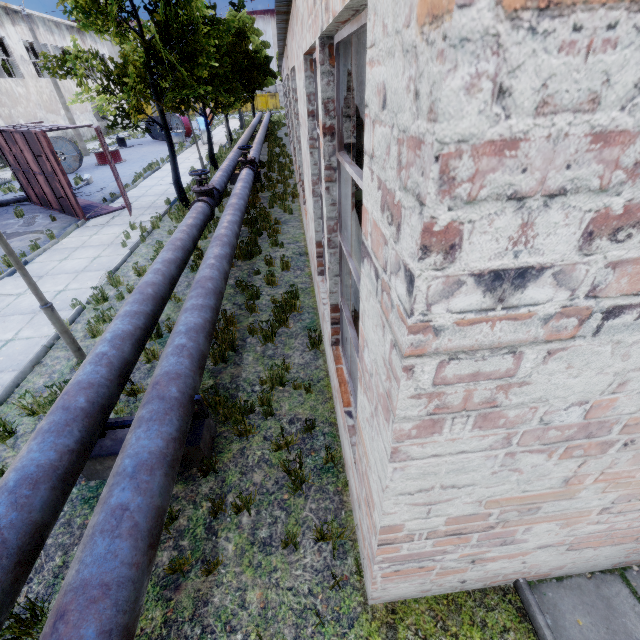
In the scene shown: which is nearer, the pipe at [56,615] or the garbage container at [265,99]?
the pipe at [56,615]

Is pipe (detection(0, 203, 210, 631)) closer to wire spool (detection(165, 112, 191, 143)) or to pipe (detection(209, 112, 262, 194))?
pipe (detection(209, 112, 262, 194))

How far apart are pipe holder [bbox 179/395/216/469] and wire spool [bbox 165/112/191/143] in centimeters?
3523cm

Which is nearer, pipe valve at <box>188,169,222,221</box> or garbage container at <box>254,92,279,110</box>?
pipe valve at <box>188,169,222,221</box>

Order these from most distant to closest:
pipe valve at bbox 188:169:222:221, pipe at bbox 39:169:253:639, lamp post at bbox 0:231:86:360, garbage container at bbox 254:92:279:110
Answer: garbage container at bbox 254:92:279:110 → pipe valve at bbox 188:169:222:221 → lamp post at bbox 0:231:86:360 → pipe at bbox 39:169:253:639

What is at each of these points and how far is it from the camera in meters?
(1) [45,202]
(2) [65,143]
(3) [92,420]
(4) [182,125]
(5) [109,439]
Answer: (1) truck dump body, 14.1
(2) wire spool, 19.9
(3) pipe, 3.6
(4) wire spool, 31.4
(5) pipe holder, 4.1

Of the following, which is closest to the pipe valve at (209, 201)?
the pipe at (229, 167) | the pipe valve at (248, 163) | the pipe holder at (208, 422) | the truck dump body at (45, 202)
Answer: the pipe at (229, 167)

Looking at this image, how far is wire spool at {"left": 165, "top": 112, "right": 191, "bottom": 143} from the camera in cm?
2967
